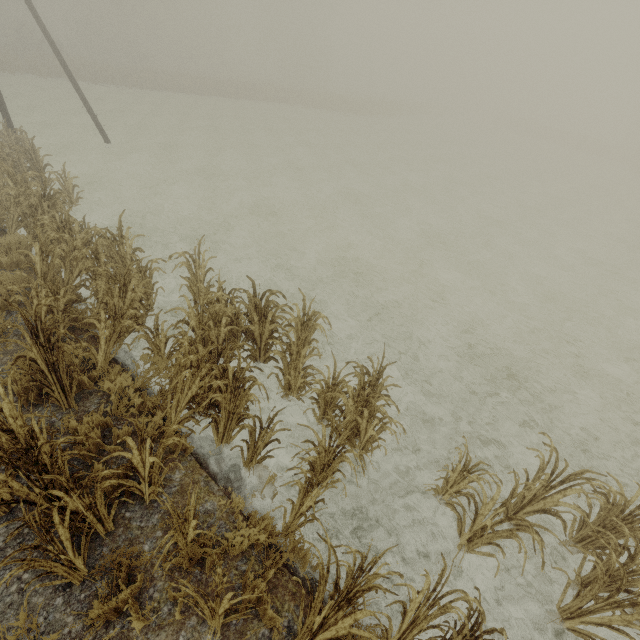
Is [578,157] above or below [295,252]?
above

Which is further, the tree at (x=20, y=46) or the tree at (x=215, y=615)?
the tree at (x=20, y=46)

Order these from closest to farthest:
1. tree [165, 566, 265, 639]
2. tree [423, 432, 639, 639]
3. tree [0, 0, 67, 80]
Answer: tree [165, 566, 265, 639] → tree [423, 432, 639, 639] → tree [0, 0, 67, 80]

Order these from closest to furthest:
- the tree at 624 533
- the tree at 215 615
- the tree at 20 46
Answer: the tree at 215 615 → the tree at 624 533 → the tree at 20 46

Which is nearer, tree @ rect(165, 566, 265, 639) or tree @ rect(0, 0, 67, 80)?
tree @ rect(165, 566, 265, 639)
